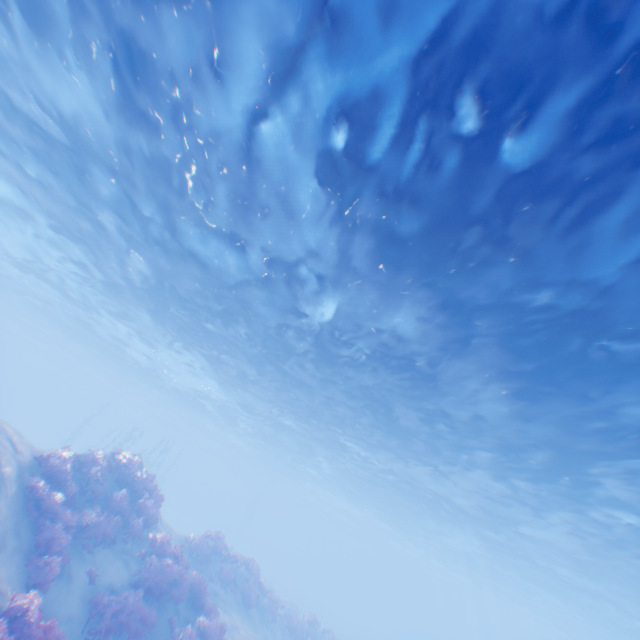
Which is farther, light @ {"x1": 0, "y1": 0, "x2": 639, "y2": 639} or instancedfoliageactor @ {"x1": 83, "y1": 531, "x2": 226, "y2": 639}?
instancedfoliageactor @ {"x1": 83, "y1": 531, "x2": 226, "y2": 639}

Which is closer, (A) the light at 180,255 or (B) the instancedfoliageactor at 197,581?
(A) the light at 180,255

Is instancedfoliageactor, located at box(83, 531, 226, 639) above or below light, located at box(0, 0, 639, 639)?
below

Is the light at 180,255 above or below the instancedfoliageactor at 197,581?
above

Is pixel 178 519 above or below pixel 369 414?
below
